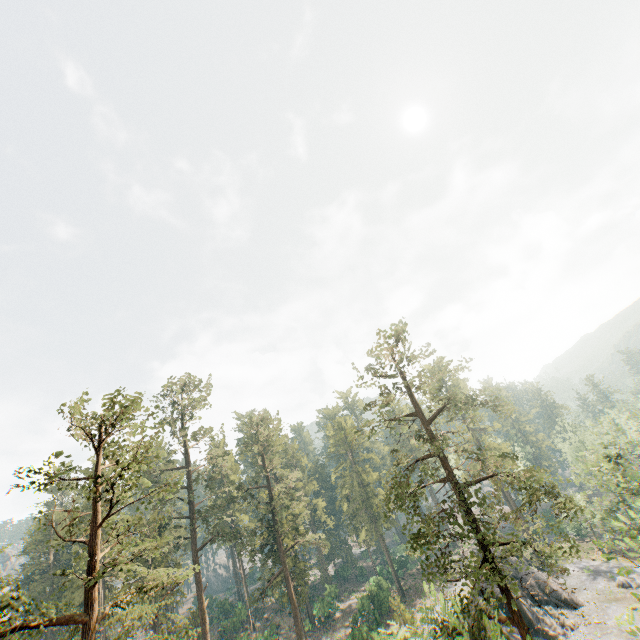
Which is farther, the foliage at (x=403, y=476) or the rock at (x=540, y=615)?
the rock at (x=540, y=615)

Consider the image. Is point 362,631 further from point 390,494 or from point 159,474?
point 390,494

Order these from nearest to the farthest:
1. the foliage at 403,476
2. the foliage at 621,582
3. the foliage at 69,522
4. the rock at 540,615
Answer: the foliage at 621,582
the foliage at 69,522
the foliage at 403,476
the rock at 540,615

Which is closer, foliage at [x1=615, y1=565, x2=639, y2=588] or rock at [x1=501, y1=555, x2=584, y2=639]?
foliage at [x1=615, y1=565, x2=639, y2=588]

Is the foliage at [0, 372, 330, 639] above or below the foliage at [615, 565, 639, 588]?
above

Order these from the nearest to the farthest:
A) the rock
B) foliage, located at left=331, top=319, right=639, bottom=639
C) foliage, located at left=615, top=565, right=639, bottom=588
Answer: foliage, located at left=615, top=565, right=639, bottom=588
foliage, located at left=331, top=319, right=639, bottom=639
the rock
